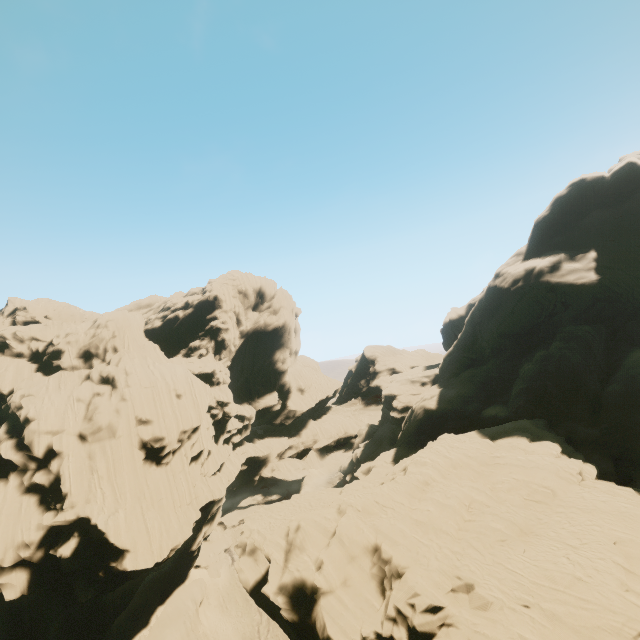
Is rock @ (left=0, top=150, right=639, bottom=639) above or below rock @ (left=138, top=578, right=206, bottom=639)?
above

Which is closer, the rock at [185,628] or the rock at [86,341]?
the rock at [86,341]

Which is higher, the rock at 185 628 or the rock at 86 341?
the rock at 86 341

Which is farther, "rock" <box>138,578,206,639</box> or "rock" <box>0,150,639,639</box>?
"rock" <box>138,578,206,639</box>

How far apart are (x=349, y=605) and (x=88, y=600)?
24.7m
